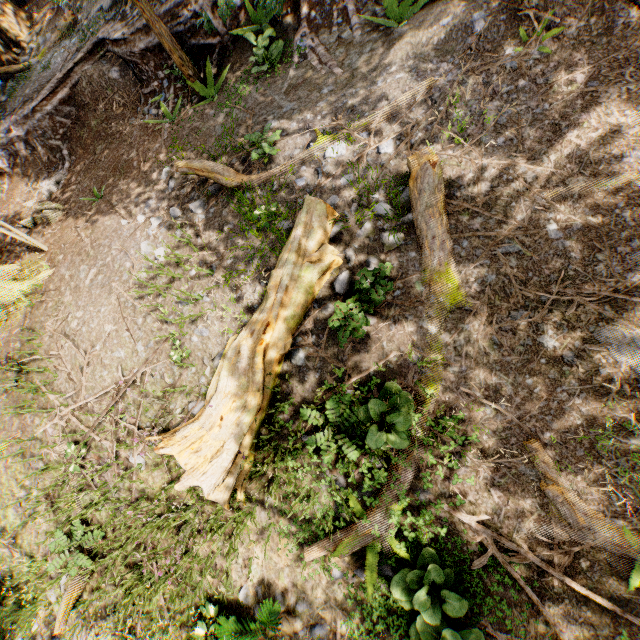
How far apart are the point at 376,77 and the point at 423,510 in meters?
7.7 m

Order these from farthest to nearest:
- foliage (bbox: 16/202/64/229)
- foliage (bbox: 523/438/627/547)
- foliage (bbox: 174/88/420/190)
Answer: foliage (bbox: 16/202/64/229) → foliage (bbox: 174/88/420/190) → foliage (bbox: 523/438/627/547)

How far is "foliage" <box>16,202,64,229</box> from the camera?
9.94m

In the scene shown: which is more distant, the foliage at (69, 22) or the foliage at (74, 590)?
the foliage at (69, 22)

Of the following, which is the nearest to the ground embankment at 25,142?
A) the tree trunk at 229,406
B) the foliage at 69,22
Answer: the foliage at 69,22

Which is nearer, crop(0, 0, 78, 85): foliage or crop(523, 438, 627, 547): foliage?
crop(523, 438, 627, 547): foliage

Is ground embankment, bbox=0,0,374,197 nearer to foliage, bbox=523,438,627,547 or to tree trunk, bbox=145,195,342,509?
foliage, bbox=523,438,627,547
